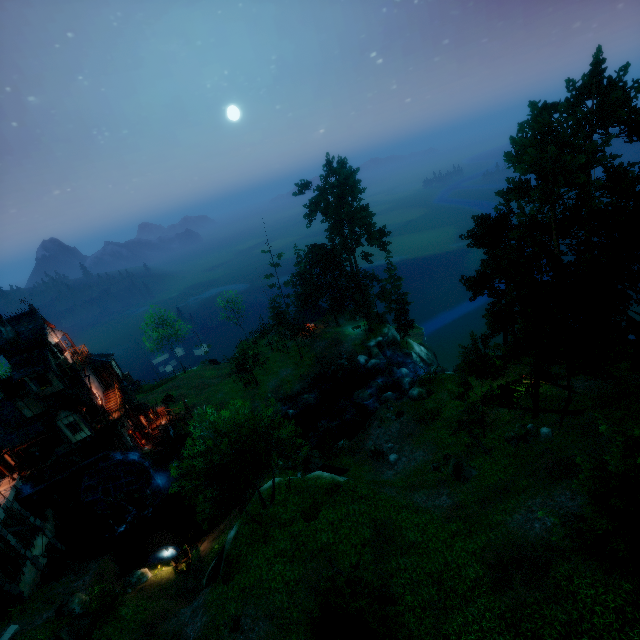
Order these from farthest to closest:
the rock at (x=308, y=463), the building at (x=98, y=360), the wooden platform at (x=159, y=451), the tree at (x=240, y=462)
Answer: the wooden platform at (x=159, y=451), the building at (x=98, y=360), the rock at (x=308, y=463), the tree at (x=240, y=462)

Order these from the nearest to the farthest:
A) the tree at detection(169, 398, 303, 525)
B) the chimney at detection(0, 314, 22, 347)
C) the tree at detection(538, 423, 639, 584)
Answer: the tree at detection(538, 423, 639, 584) < the tree at detection(169, 398, 303, 525) < the chimney at detection(0, 314, 22, 347)

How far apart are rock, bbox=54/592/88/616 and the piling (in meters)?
8.80

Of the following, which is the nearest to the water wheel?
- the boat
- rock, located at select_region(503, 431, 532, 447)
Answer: the boat

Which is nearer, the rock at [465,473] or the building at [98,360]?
the rock at [465,473]

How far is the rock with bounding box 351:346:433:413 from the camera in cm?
3518

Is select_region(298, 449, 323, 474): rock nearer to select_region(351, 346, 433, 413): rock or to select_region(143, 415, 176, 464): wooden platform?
select_region(351, 346, 433, 413): rock

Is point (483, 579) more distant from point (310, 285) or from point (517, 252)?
point (310, 285)
